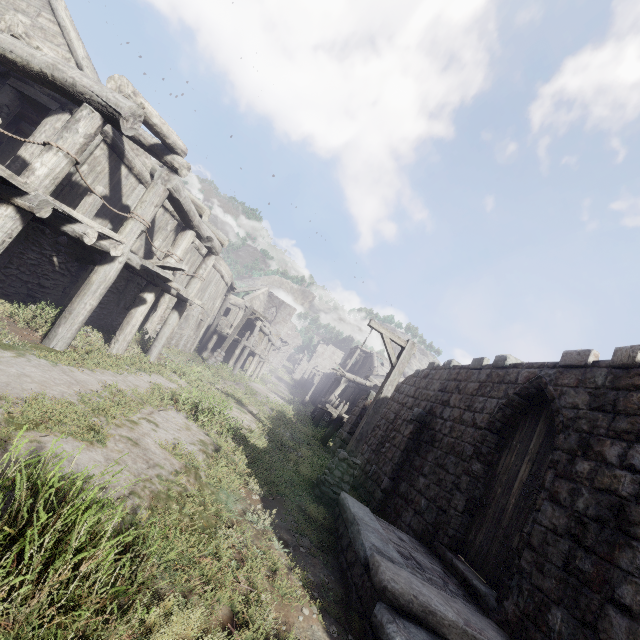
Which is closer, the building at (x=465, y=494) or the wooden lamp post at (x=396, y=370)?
the building at (x=465, y=494)

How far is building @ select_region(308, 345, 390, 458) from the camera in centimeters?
1534cm

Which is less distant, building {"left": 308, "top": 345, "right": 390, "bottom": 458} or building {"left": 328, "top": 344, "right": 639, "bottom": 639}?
building {"left": 328, "top": 344, "right": 639, "bottom": 639}

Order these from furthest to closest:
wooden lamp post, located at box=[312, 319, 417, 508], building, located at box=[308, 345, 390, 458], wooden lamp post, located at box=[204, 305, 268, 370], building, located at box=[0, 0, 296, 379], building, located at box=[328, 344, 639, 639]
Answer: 1. wooden lamp post, located at box=[204, 305, 268, 370]
2. building, located at box=[308, 345, 390, 458]
3. wooden lamp post, located at box=[312, 319, 417, 508]
4. building, located at box=[0, 0, 296, 379]
5. building, located at box=[328, 344, 639, 639]

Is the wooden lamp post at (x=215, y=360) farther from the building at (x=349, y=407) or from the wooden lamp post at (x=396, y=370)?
the wooden lamp post at (x=396, y=370)

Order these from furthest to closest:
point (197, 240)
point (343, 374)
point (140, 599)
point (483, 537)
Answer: point (343, 374) → point (197, 240) → point (483, 537) → point (140, 599)

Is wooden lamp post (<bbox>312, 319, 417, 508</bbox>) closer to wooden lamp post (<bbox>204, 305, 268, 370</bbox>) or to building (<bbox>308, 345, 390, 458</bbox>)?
building (<bbox>308, 345, 390, 458</bbox>)
